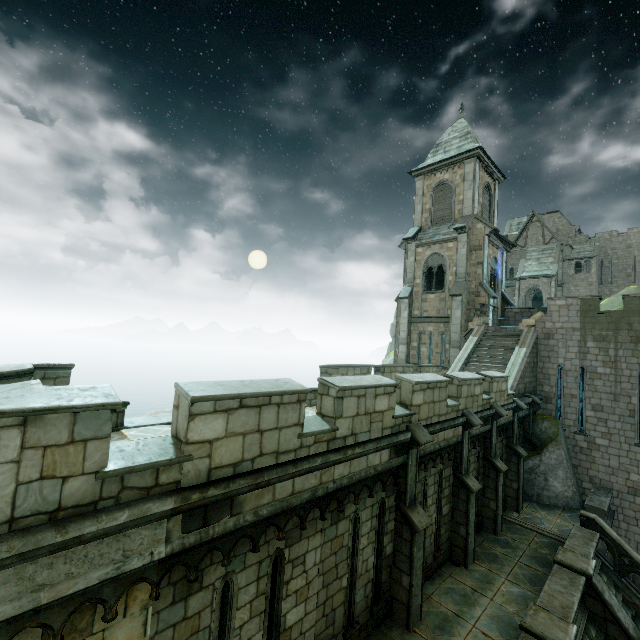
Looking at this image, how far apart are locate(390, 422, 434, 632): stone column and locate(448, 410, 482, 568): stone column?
2.5m

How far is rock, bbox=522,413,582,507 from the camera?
15.5m

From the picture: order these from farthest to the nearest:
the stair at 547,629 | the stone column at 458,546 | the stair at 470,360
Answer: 1. the stair at 470,360
2. the stone column at 458,546
3. the stair at 547,629

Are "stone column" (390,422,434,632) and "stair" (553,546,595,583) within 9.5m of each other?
yes

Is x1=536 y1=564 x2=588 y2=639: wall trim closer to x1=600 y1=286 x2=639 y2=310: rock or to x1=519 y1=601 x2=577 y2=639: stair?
x1=519 y1=601 x2=577 y2=639: stair

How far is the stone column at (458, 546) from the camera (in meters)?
10.32

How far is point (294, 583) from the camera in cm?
602

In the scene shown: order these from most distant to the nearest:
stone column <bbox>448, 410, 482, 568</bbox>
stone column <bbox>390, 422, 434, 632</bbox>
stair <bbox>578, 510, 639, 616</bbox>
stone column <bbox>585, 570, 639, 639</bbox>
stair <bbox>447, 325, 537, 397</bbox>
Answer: stair <bbox>447, 325, 537, 397</bbox>, stair <bbox>578, 510, 639, 616</bbox>, stone column <bbox>448, 410, 482, 568</bbox>, stone column <bbox>585, 570, 639, 639</bbox>, stone column <bbox>390, 422, 434, 632</bbox>
